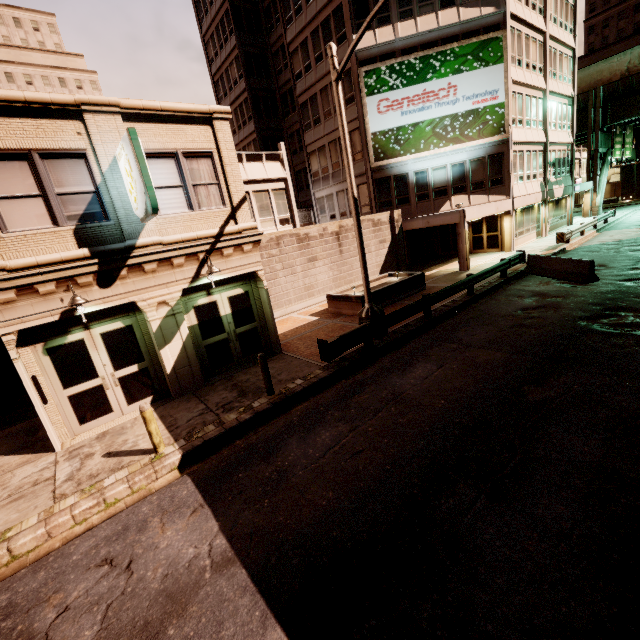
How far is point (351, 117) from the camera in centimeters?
2328cm

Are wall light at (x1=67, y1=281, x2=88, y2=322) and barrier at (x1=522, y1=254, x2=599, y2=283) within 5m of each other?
no

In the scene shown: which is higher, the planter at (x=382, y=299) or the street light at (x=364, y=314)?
the street light at (x=364, y=314)

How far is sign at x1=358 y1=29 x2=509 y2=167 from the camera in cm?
2064

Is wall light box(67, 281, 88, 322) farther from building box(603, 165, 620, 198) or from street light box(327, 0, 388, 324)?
building box(603, 165, 620, 198)

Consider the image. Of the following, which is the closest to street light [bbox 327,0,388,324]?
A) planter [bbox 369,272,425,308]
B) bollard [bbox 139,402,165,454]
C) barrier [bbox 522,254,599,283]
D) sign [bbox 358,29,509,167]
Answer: planter [bbox 369,272,425,308]

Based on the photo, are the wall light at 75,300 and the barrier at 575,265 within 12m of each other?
no

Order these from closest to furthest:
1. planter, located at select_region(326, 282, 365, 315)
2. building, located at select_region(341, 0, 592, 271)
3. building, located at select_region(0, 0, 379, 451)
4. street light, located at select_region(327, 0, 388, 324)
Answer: building, located at select_region(0, 0, 379, 451) < street light, located at select_region(327, 0, 388, 324) < planter, located at select_region(326, 282, 365, 315) < building, located at select_region(341, 0, 592, 271)
